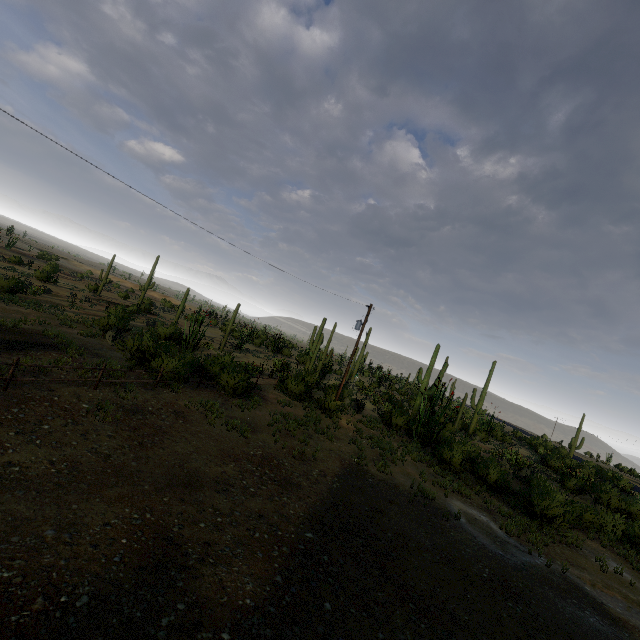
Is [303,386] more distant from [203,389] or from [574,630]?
[574,630]
